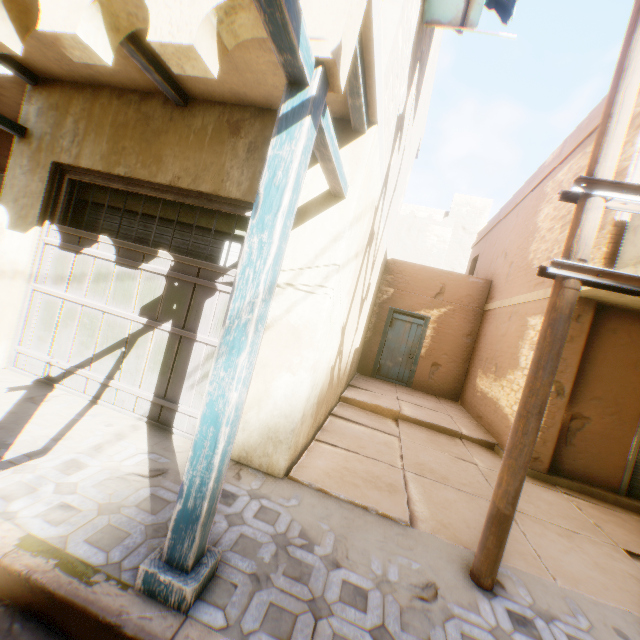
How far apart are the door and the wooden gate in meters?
8.0 m

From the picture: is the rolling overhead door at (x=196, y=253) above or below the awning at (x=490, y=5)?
below

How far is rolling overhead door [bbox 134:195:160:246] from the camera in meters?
4.1

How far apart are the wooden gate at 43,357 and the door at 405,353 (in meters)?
7.98

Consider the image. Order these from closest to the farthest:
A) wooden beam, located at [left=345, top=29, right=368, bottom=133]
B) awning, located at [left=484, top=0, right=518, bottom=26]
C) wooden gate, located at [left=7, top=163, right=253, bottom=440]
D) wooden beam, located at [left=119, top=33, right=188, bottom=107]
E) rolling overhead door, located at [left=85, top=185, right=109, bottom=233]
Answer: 1. wooden beam, located at [left=345, top=29, right=368, bottom=133]
2. wooden beam, located at [left=119, top=33, right=188, bottom=107]
3. wooden gate, located at [left=7, top=163, right=253, bottom=440]
4. rolling overhead door, located at [left=85, top=185, right=109, bottom=233]
5. awning, located at [left=484, top=0, right=518, bottom=26]

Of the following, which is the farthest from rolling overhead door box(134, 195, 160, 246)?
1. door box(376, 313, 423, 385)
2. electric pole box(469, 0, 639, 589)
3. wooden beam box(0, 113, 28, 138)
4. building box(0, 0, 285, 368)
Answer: door box(376, 313, 423, 385)

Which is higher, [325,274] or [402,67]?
[402,67]

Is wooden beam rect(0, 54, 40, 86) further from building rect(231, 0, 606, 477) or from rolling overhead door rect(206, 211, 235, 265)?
rolling overhead door rect(206, 211, 235, 265)
